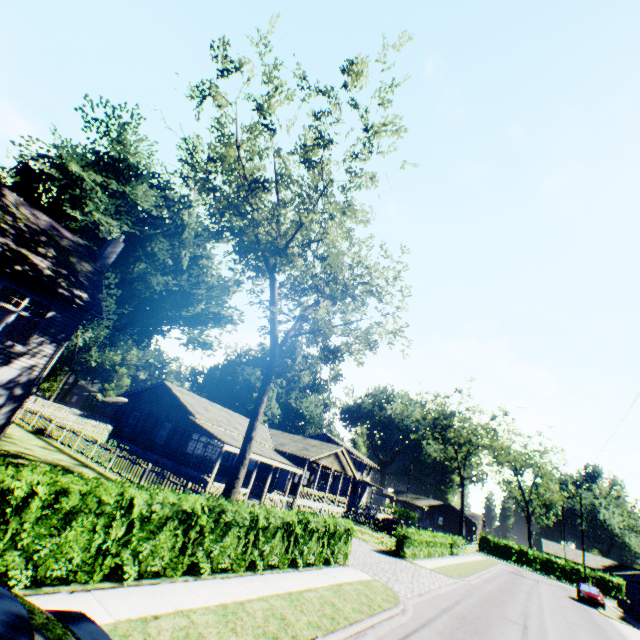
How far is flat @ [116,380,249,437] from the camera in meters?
26.0 m

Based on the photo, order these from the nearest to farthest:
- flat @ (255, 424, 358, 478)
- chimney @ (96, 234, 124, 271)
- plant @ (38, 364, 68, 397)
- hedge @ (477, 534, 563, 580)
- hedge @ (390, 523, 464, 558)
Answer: chimney @ (96, 234, 124, 271) → hedge @ (390, 523, 464, 558) → flat @ (255, 424, 358, 478) → plant @ (38, 364, 68, 397) → hedge @ (477, 534, 563, 580)

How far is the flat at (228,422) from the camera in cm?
2603

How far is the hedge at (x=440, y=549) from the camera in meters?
22.7

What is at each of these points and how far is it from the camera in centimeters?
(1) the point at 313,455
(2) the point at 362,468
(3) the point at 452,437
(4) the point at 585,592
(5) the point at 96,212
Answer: (1) flat, 2991cm
(2) house, 5588cm
(3) tree, 5175cm
(4) car, 3191cm
(5) plant, 3578cm

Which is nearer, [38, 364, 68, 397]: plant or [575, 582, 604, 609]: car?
[575, 582, 604, 609]: car

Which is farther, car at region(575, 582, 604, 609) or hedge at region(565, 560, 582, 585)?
hedge at region(565, 560, 582, 585)

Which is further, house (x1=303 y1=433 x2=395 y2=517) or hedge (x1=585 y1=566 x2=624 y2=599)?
hedge (x1=585 y1=566 x2=624 y2=599)
